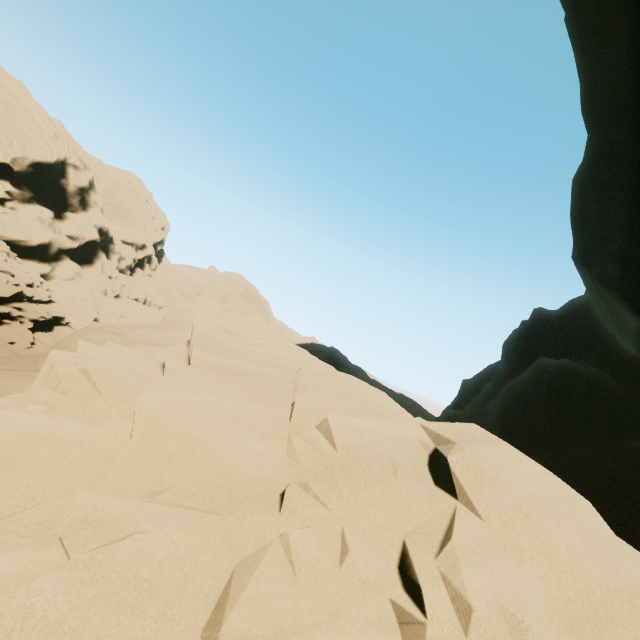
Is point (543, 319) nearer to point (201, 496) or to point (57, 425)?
point (201, 496)
